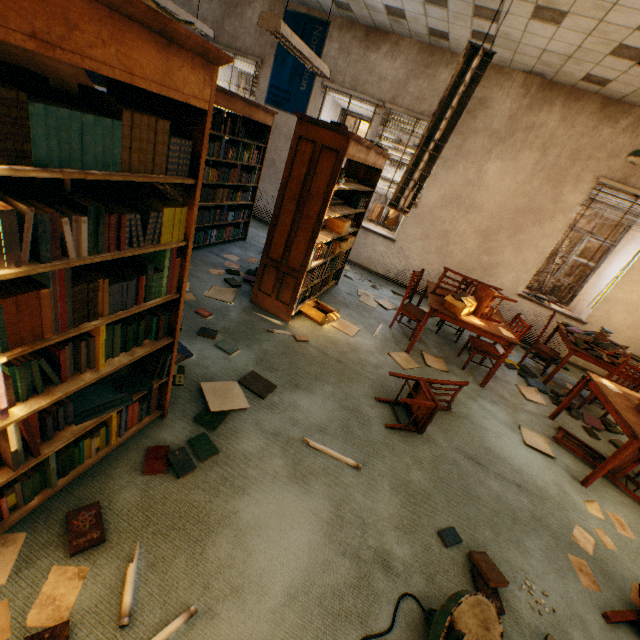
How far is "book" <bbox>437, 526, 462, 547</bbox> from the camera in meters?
2.2

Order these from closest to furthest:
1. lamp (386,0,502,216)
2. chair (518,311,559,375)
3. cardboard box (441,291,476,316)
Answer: lamp (386,0,502,216) < cardboard box (441,291,476,316) < chair (518,311,559,375)

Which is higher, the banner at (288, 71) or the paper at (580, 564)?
the banner at (288, 71)

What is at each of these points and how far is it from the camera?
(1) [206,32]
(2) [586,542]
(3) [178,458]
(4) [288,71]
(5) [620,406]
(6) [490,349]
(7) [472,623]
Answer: (1) lamp, 4.7 meters
(2) paper, 2.7 meters
(3) book, 2.1 meters
(4) banner, 6.3 meters
(5) table, 3.3 meters
(6) chair, 4.5 meters
(7) lamp, 1.7 meters

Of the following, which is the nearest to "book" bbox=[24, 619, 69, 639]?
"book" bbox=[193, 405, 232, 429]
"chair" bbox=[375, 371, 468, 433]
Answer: "book" bbox=[193, 405, 232, 429]

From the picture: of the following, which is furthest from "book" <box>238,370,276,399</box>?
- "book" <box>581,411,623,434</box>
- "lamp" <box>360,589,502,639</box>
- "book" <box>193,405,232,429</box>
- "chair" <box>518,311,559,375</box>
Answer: "chair" <box>518,311,559,375</box>

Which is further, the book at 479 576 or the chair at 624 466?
the chair at 624 466

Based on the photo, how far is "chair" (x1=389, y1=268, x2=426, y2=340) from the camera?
4.7m
